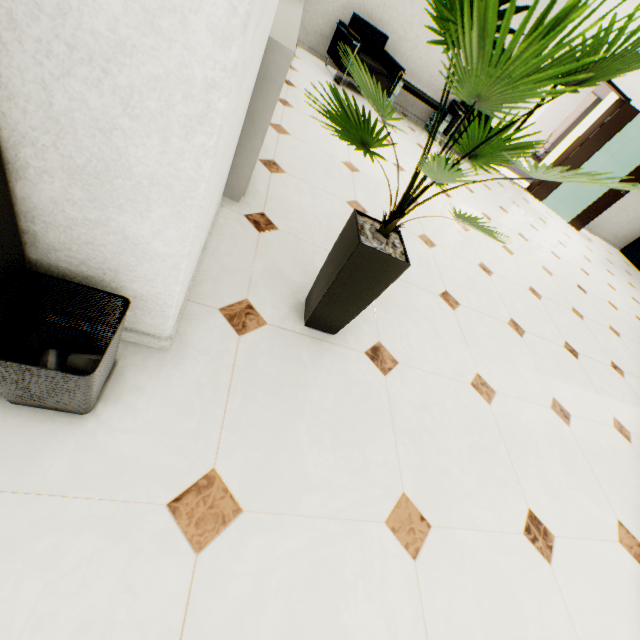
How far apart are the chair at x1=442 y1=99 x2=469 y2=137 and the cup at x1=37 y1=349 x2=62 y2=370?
6.6m

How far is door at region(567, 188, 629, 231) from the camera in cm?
680

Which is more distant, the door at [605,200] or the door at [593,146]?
the door at [605,200]

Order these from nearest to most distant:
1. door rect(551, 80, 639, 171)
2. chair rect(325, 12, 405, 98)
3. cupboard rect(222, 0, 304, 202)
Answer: cupboard rect(222, 0, 304, 202) < chair rect(325, 12, 405, 98) < door rect(551, 80, 639, 171)

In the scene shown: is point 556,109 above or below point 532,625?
above

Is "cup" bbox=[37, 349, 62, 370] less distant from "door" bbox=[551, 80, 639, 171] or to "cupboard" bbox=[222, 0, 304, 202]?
"cupboard" bbox=[222, 0, 304, 202]

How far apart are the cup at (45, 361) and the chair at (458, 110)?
6.6 meters

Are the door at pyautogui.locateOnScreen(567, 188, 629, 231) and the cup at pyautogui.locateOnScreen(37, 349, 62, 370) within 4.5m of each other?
no
